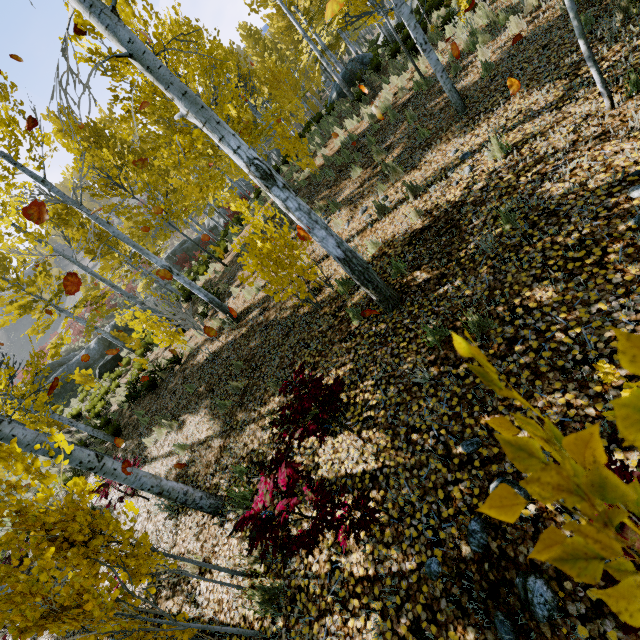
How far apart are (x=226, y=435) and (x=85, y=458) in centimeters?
236cm

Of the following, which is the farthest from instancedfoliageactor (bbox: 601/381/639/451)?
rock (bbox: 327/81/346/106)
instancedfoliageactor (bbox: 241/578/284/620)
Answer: rock (bbox: 327/81/346/106)

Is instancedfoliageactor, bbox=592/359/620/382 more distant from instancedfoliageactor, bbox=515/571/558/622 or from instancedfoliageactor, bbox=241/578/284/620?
instancedfoliageactor, bbox=515/571/558/622

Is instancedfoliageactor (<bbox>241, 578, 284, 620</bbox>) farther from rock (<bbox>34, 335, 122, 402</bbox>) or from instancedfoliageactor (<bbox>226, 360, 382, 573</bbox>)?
rock (<bbox>34, 335, 122, 402</bbox>)

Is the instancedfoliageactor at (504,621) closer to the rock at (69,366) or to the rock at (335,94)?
the rock at (335,94)

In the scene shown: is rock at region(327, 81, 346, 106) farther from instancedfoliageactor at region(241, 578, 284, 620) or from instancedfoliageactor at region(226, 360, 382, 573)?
instancedfoliageactor at region(241, 578, 284, 620)

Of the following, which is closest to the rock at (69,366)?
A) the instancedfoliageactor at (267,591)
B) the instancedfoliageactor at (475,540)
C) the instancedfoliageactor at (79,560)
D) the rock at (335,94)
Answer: the instancedfoliageactor at (79,560)

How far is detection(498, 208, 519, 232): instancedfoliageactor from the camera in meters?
3.9 m
